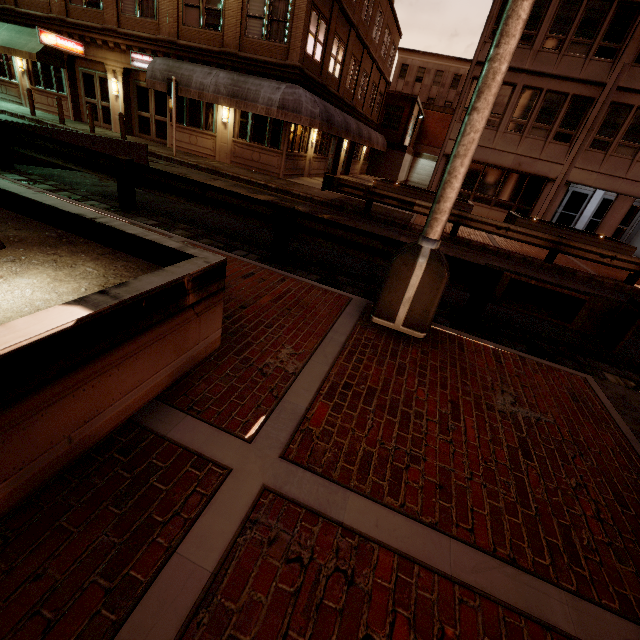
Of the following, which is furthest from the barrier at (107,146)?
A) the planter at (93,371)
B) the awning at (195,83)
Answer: the awning at (195,83)

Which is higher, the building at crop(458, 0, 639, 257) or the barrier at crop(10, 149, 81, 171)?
the building at crop(458, 0, 639, 257)

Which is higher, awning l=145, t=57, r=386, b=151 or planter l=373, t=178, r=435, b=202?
awning l=145, t=57, r=386, b=151

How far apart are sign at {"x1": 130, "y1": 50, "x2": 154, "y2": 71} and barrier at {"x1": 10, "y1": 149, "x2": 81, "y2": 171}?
9.97m

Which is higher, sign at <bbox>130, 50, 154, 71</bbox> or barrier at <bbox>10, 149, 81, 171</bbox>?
sign at <bbox>130, 50, 154, 71</bbox>

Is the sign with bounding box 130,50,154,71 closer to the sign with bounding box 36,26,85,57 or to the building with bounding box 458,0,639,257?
the sign with bounding box 36,26,85,57

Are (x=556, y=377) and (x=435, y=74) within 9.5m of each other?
no

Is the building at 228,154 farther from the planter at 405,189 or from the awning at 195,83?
the planter at 405,189
